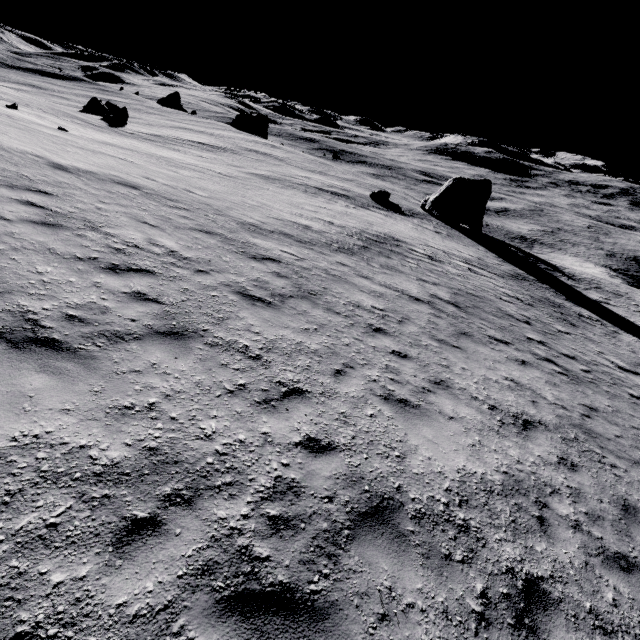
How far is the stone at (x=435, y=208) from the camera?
39.9 meters

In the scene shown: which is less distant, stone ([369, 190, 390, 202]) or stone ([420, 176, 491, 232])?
stone ([369, 190, 390, 202])

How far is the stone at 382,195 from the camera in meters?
38.5

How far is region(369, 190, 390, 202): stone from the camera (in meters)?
38.50

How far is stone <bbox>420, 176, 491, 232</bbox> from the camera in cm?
3988

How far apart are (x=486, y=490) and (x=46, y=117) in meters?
37.0
